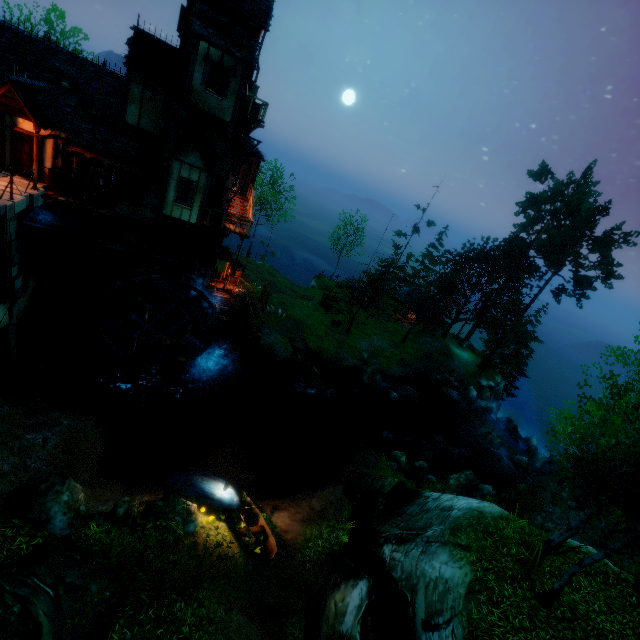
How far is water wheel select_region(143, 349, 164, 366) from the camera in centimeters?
2016cm

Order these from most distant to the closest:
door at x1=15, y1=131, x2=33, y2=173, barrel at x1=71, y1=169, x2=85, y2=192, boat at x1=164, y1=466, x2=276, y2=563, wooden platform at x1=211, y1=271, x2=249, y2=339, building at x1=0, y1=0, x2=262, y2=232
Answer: wooden platform at x1=211, y1=271, x2=249, y2=339
barrel at x1=71, y1=169, x2=85, y2=192
door at x1=15, y1=131, x2=33, y2=173
building at x1=0, y1=0, x2=262, y2=232
boat at x1=164, y1=466, x2=276, y2=563

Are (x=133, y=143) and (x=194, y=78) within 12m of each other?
yes

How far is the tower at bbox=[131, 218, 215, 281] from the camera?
18.96m

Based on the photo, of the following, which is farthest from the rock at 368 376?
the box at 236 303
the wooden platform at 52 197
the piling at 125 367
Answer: the wooden platform at 52 197

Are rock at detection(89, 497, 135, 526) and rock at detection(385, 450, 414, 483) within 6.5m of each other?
no

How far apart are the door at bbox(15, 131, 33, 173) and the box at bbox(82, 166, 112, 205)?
2.2 meters

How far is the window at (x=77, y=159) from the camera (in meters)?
16.25
